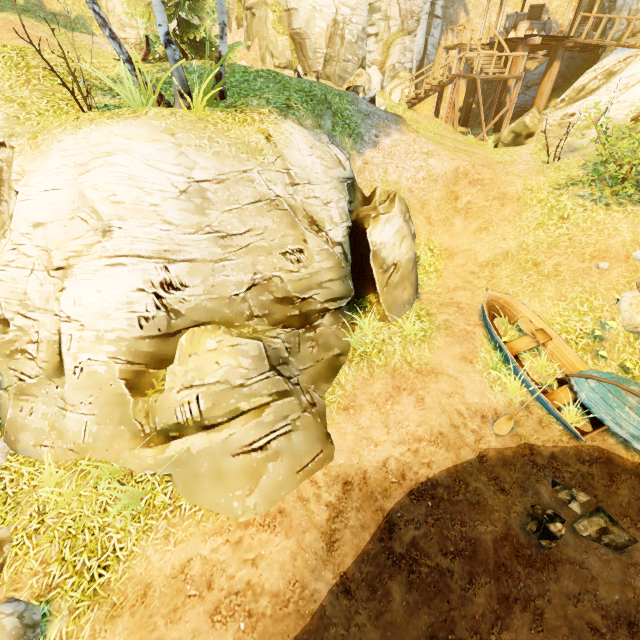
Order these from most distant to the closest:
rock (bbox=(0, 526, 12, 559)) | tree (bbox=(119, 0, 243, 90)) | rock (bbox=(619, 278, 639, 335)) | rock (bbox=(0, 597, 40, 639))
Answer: rock (bbox=(619, 278, 639, 335))
tree (bbox=(119, 0, 243, 90))
rock (bbox=(0, 526, 12, 559))
rock (bbox=(0, 597, 40, 639))

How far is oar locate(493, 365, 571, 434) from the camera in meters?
7.1 m

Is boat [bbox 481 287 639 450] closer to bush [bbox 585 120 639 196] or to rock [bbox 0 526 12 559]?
bush [bbox 585 120 639 196]

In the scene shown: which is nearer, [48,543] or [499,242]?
[48,543]

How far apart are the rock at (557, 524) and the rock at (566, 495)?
0.22m

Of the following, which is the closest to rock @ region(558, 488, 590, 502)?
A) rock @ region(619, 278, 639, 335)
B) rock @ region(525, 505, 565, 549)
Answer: rock @ region(525, 505, 565, 549)

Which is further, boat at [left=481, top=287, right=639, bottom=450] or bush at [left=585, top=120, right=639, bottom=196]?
bush at [left=585, top=120, right=639, bottom=196]

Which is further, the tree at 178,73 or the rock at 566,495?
the tree at 178,73
